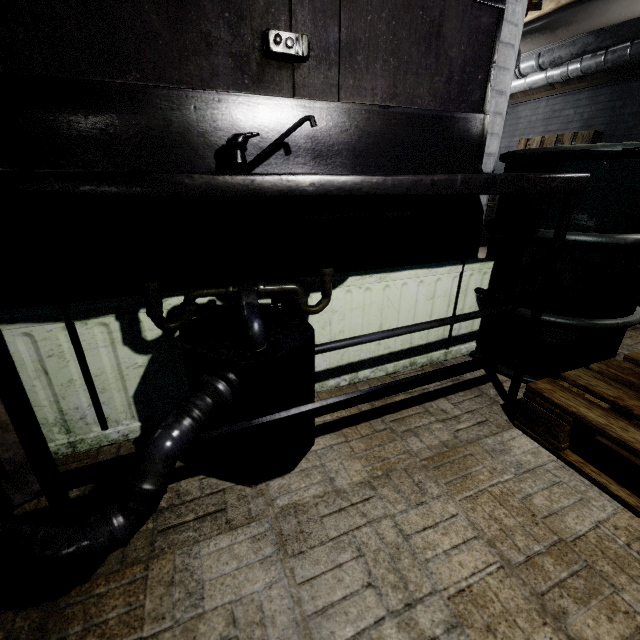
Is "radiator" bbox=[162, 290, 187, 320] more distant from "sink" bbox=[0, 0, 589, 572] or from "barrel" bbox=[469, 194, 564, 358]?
"barrel" bbox=[469, 194, 564, 358]

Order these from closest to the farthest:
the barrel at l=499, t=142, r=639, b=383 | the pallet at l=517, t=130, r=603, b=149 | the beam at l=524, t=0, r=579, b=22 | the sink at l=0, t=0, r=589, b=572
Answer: the sink at l=0, t=0, r=589, b=572
the barrel at l=499, t=142, r=639, b=383
the beam at l=524, t=0, r=579, b=22
the pallet at l=517, t=130, r=603, b=149

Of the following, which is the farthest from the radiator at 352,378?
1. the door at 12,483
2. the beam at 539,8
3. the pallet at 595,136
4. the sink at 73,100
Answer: the pallet at 595,136

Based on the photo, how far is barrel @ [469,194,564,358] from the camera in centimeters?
136cm

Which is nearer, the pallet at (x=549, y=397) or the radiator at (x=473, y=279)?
the pallet at (x=549, y=397)

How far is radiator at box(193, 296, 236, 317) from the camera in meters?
1.1 m

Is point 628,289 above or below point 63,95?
below

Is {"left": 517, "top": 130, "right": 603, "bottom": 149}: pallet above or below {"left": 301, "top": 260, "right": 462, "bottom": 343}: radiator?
above
